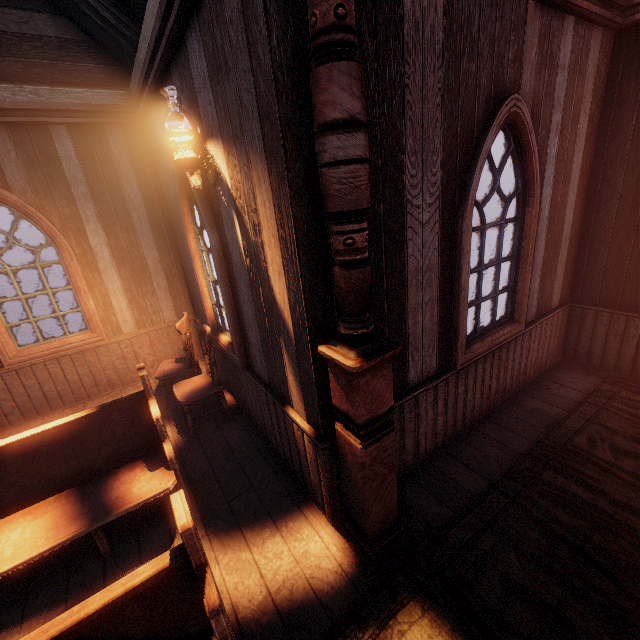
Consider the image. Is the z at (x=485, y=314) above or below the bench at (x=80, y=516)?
below

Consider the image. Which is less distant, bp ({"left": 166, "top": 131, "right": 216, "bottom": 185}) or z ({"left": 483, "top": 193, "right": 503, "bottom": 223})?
bp ({"left": 166, "top": 131, "right": 216, "bottom": 185})

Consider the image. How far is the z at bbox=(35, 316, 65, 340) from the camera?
10.66m

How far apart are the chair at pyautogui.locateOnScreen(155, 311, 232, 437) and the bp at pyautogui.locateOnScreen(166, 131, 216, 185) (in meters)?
1.67

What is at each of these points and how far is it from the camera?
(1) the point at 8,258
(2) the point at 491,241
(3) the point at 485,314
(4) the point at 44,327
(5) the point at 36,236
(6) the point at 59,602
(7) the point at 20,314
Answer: (1) z, 33.56m
(2) z, 18.30m
(3) z, 8.68m
(4) z, 11.09m
(5) z, 48.84m
(6) building, 2.33m
(7) z, 12.27m

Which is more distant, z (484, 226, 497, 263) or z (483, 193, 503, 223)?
z (483, 193, 503, 223)

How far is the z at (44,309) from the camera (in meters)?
12.22

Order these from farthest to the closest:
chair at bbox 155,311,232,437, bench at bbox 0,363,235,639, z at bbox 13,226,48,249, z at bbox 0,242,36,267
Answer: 1. z at bbox 13,226,48,249
2. z at bbox 0,242,36,267
3. chair at bbox 155,311,232,437
4. bench at bbox 0,363,235,639
